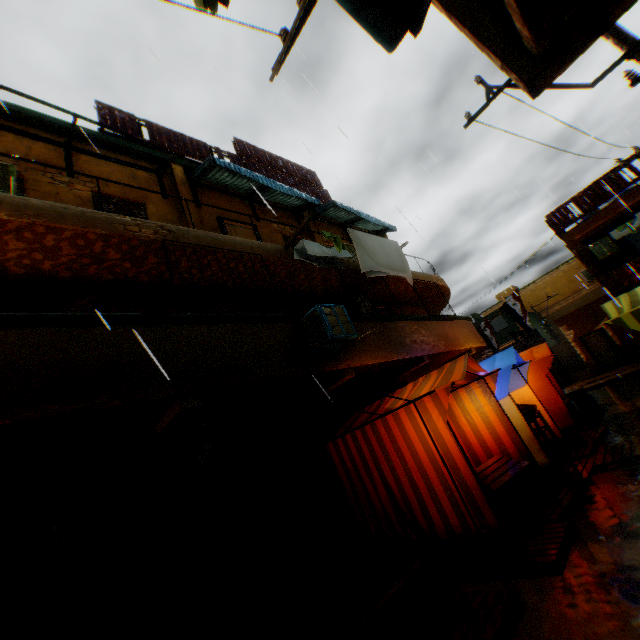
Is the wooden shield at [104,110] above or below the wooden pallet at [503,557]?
above

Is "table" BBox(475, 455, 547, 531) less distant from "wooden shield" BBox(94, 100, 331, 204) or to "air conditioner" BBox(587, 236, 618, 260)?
"air conditioner" BBox(587, 236, 618, 260)

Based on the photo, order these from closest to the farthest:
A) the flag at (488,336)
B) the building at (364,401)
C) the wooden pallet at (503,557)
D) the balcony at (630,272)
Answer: the wooden pallet at (503,557) < the building at (364,401) < the balcony at (630,272) < the flag at (488,336)

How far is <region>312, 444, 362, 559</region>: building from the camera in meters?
6.6

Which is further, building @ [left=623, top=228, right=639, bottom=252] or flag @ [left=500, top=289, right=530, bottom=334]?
building @ [left=623, top=228, right=639, bottom=252]

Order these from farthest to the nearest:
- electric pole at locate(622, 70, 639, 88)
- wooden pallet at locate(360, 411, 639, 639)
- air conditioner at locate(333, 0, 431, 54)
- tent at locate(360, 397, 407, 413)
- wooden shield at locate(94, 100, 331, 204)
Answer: wooden shield at locate(94, 100, 331, 204) < tent at locate(360, 397, 407, 413) < electric pole at locate(622, 70, 639, 88) < wooden pallet at locate(360, 411, 639, 639) < air conditioner at locate(333, 0, 431, 54)

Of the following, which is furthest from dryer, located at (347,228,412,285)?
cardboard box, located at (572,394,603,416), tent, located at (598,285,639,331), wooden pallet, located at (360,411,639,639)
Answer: cardboard box, located at (572,394,603,416)

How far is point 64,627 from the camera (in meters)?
3.97
